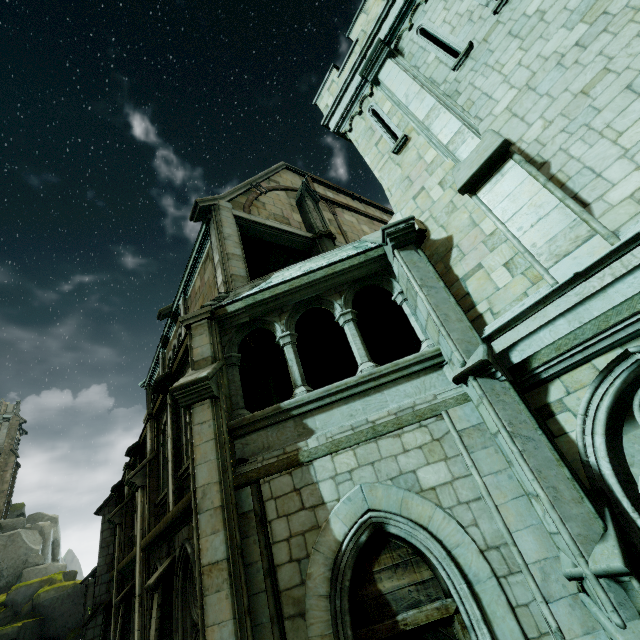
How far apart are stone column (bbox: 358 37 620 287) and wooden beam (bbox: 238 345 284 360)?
6.5m

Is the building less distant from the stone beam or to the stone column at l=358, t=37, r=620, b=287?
the stone beam

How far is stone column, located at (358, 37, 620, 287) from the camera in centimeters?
434cm

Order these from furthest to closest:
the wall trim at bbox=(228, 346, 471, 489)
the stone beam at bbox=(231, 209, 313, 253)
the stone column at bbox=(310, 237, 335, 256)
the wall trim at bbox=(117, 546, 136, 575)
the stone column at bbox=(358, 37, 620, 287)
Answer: the stone column at bbox=(310, 237, 335, 256) → the stone beam at bbox=(231, 209, 313, 253) → the wall trim at bbox=(117, 546, 136, 575) → the wall trim at bbox=(228, 346, 471, 489) → the stone column at bbox=(358, 37, 620, 287)

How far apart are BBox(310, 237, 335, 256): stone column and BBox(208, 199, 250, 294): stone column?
3.1 meters

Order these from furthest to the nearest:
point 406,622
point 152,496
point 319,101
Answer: point 319,101 < point 152,496 < point 406,622

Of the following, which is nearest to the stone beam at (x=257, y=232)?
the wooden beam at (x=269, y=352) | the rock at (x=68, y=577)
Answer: the wooden beam at (x=269, y=352)

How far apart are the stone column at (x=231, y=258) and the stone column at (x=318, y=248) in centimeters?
315cm
